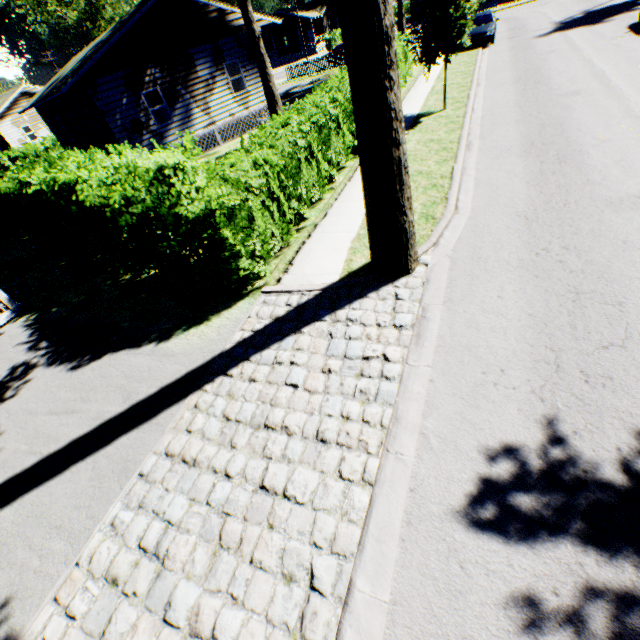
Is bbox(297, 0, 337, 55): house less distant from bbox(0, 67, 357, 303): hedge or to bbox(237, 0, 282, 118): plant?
bbox(0, 67, 357, 303): hedge

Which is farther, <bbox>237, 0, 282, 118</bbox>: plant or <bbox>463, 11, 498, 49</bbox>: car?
<bbox>463, 11, 498, 49</bbox>: car

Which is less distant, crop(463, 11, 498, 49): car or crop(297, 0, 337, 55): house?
crop(463, 11, 498, 49): car

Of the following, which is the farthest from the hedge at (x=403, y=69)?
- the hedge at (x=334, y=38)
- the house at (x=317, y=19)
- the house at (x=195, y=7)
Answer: the house at (x=317, y=19)

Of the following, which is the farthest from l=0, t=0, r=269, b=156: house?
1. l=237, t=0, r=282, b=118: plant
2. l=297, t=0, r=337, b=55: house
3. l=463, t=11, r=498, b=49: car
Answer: l=297, t=0, r=337, b=55: house

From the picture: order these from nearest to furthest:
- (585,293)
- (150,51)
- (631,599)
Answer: (631,599) → (585,293) → (150,51)

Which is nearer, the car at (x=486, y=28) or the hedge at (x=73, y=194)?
the hedge at (x=73, y=194)

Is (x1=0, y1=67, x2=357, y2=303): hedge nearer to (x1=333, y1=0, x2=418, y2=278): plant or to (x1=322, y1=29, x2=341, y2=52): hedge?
(x1=333, y1=0, x2=418, y2=278): plant
